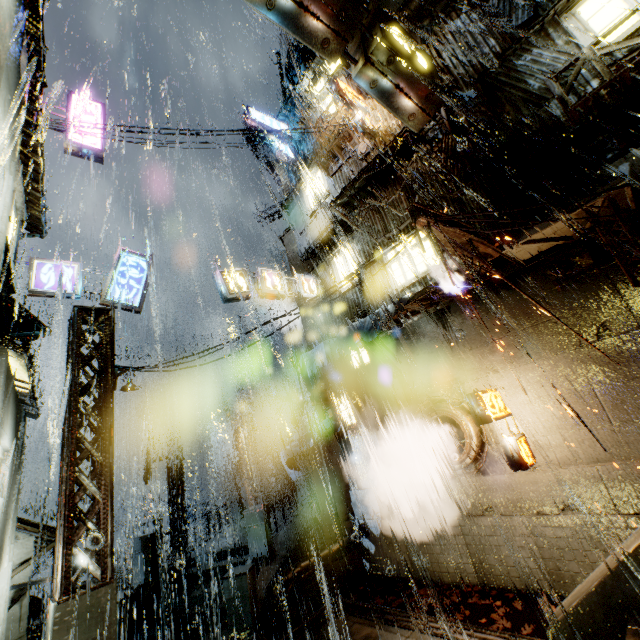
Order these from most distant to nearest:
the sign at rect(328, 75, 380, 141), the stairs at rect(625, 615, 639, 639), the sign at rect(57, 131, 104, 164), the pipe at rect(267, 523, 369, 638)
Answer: the sign at rect(328, 75, 380, 141)
the sign at rect(57, 131, 104, 164)
the pipe at rect(267, 523, 369, 638)
the stairs at rect(625, 615, 639, 639)

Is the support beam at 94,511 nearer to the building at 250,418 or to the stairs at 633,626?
the building at 250,418

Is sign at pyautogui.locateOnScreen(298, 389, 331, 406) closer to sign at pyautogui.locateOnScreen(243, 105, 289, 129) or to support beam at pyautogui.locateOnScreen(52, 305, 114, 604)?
support beam at pyautogui.locateOnScreen(52, 305, 114, 604)

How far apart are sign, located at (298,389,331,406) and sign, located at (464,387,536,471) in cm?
682

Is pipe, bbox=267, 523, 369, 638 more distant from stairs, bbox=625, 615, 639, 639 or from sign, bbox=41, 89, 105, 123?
sign, bbox=41, 89, 105, 123

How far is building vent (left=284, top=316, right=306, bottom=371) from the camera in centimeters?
2294cm

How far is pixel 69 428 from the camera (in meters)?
8.01

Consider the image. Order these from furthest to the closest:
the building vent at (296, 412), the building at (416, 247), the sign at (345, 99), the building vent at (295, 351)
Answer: the building vent at (295, 351) < the building vent at (296, 412) < the sign at (345, 99) < the building at (416, 247)
